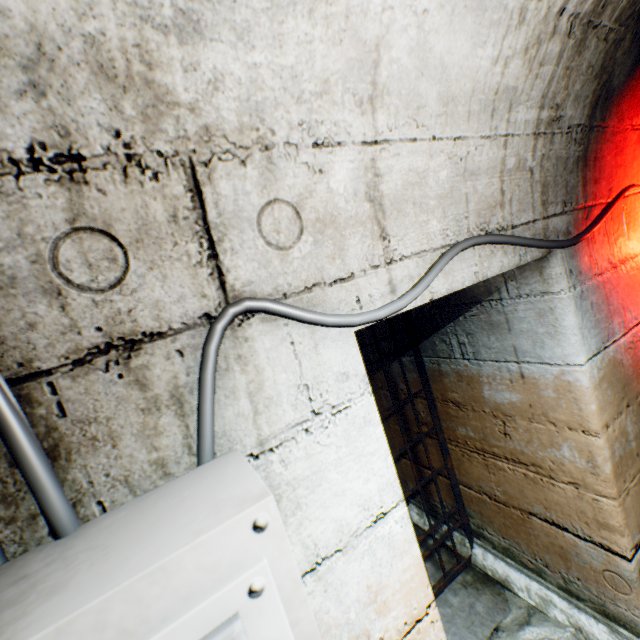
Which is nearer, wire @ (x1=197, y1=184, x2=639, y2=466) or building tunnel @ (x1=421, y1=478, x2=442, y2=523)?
wire @ (x1=197, y1=184, x2=639, y2=466)

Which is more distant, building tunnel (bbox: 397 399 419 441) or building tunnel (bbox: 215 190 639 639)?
building tunnel (bbox: 397 399 419 441)

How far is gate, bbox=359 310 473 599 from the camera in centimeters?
217cm

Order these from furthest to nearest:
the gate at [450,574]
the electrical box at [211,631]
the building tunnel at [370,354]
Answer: the building tunnel at [370,354] < the gate at [450,574] < the electrical box at [211,631]

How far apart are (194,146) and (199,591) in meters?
0.7 m

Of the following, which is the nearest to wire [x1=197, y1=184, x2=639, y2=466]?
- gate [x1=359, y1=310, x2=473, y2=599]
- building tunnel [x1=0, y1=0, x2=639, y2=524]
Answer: building tunnel [x1=0, y1=0, x2=639, y2=524]

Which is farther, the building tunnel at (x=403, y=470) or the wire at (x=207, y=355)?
the building tunnel at (x=403, y=470)
